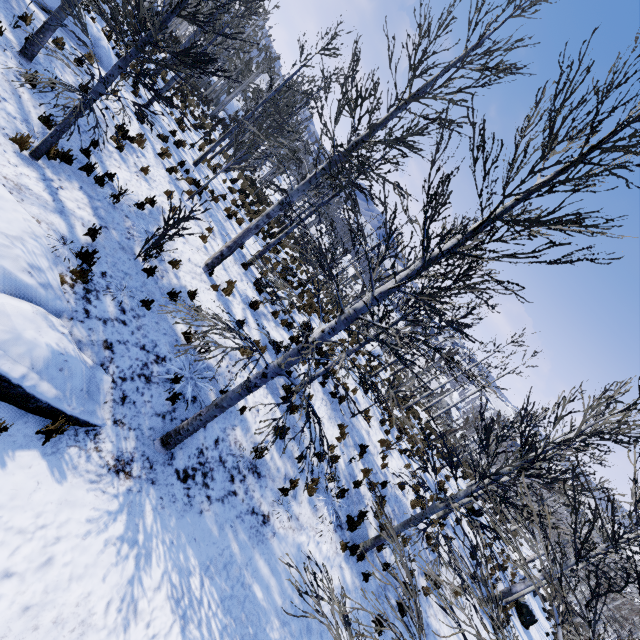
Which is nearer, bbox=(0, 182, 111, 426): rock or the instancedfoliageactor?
bbox=(0, 182, 111, 426): rock

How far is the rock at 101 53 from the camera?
11.7m

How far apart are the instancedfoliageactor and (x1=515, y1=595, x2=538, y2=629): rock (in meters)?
25.71

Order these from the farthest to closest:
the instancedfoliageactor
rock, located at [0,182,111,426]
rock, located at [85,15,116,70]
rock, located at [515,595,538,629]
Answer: rock, located at [515,595,538,629] → rock, located at [85,15,116,70] → the instancedfoliageactor → rock, located at [0,182,111,426]

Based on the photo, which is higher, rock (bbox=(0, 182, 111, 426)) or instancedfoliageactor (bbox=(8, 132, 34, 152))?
instancedfoliageactor (bbox=(8, 132, 34, 152))

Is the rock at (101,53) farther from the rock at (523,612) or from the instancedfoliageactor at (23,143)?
the rock at (523,612)

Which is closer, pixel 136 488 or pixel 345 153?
pixel 136 488

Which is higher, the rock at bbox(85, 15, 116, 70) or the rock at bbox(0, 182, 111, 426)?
the rock at bbox(85, 15, 116, 70)
